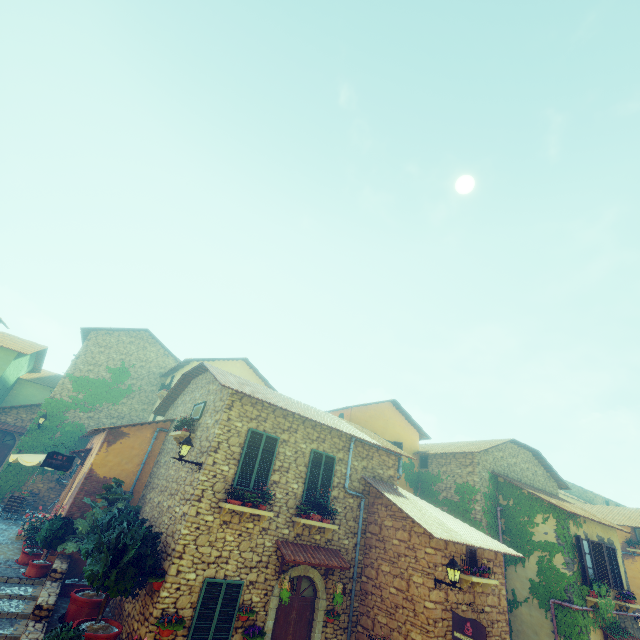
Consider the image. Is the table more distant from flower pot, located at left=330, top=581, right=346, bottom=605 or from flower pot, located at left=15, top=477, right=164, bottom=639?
flower pot, located at left=330, top=581, right=346, bottom=605

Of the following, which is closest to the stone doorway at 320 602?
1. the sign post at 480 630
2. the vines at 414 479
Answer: the sign post at 480 630

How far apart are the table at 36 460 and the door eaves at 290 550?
12.97m

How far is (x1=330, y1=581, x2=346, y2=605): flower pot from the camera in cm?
935

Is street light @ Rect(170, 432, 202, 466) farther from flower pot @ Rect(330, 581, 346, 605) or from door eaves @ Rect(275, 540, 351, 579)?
flower pot @ Rect(330, 581, 346, 605)

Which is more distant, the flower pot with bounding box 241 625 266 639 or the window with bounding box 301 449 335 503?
the window with bounding box 301 449 335 503

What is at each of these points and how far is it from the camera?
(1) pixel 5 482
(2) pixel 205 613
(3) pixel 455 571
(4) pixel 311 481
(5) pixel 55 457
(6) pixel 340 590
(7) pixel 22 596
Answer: (1) vines, 16.0 meters
(2) window, 7.9 meters
(3) street light, 8.8 meters
(4) window, 10.7 meters
(5) sign post, 12.6 meters
(6) flower pot, 9.5 meters
(7) stair, 8.9 meters

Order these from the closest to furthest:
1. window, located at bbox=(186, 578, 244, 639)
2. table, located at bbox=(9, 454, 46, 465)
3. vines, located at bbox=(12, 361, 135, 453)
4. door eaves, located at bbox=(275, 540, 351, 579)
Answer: window, located at bbox=(186, 578, 244, 639) < door eaves, located at bbox=(275, 540, 351, 579) < table, located at bbox=(9, 454, 46, 465) < vines, located at bbox=(12, 361, 135, 453)
